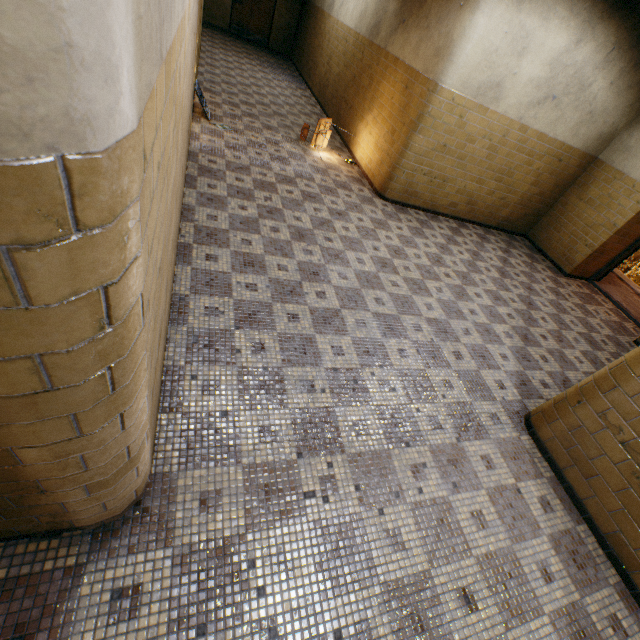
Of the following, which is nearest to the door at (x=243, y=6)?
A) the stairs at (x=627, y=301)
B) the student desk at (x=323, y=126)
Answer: the student desk at (x=323, y=126)

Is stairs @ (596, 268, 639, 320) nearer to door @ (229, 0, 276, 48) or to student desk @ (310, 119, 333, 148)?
student desk @ (310, 119, 333, 148)

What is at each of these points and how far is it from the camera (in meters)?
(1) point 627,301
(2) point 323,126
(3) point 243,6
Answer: (1) stairs, 7.39
(2) student desk, 7.00
(3) door, 12.44

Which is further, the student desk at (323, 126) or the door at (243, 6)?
the door at (243, 6)

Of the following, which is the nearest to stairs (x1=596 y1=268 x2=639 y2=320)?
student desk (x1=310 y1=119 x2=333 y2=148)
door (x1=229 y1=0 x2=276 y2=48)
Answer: student desk (x1=310 y1=119 x2=333 y2=148)

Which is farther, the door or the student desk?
the door
